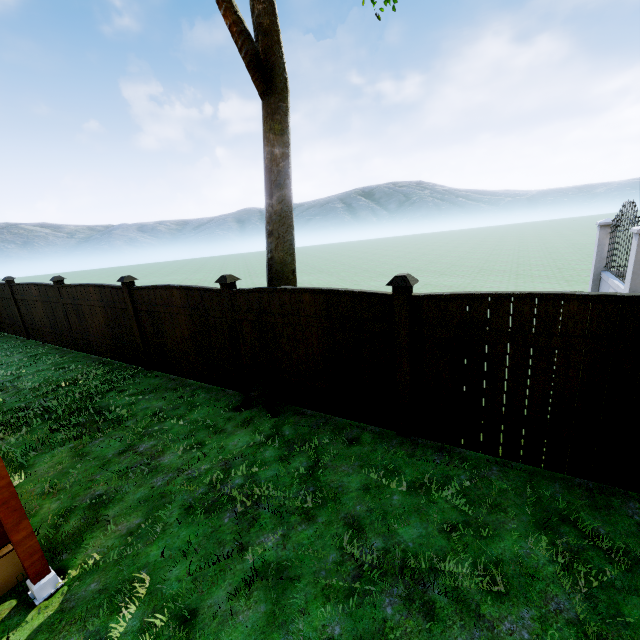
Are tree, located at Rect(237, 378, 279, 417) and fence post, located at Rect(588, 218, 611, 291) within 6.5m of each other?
no

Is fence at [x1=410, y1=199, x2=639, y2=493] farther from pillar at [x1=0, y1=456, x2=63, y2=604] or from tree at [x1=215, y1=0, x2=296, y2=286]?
pillar at [x1=0, y1=456, x2=63, y2=604]

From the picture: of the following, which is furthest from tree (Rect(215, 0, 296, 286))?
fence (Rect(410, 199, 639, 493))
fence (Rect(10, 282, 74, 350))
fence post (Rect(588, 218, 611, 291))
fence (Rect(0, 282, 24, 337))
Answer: fence (Rect(0, 282, 24, 337))

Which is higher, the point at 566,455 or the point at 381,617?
the point at 566,455

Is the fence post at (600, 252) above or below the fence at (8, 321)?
above

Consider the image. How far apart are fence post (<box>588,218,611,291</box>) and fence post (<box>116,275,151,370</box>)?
11.75m

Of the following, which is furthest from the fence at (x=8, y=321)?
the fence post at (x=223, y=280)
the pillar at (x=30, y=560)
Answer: the pillar at (x=30, y=560)

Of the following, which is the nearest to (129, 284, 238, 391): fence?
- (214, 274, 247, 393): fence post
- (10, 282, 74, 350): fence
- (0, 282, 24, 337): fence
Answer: (214, 274, 247, 393): fence post
